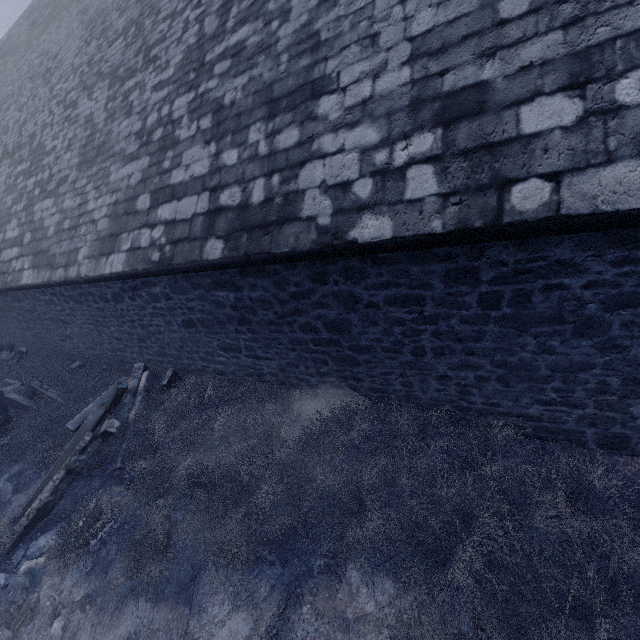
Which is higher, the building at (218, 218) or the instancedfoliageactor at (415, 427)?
the building at (218, 218)

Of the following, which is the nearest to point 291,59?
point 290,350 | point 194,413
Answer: point 290,350

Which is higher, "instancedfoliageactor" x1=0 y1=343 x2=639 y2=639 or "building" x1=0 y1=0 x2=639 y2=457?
"building" x1=0 y1=0 x2=639 y2=457
